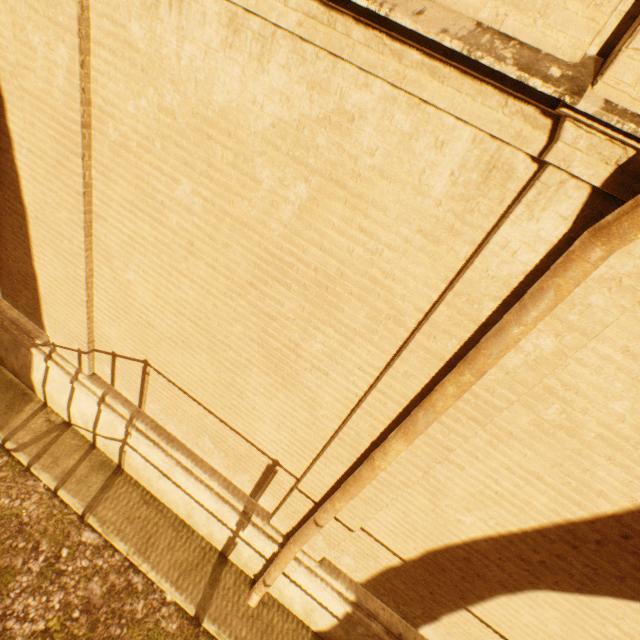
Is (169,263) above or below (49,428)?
above
